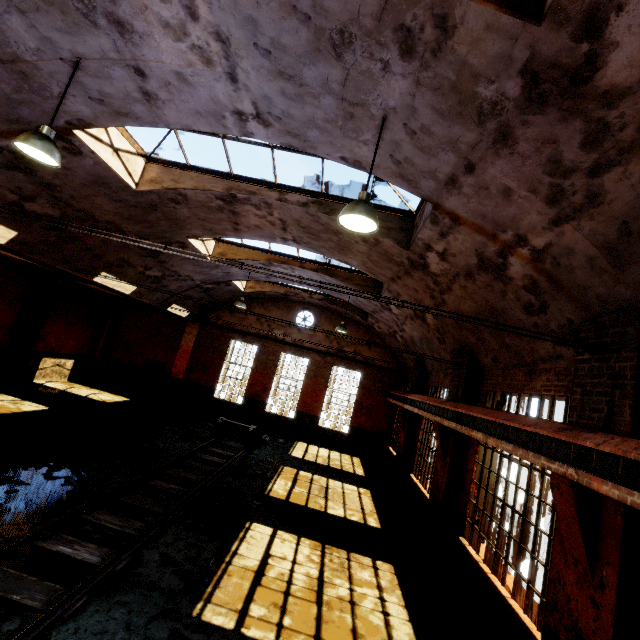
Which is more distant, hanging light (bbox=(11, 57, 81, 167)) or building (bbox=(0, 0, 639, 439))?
hanging light (bbox=(11, 57, 81, 167))

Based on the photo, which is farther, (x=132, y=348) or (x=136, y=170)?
(x=132, y=348)

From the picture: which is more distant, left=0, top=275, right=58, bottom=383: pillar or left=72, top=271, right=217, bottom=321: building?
left=0, top=275, right=58, bottom=383: pillar

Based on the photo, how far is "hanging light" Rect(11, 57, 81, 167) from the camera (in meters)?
4.39

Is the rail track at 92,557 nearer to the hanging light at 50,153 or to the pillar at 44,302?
the hanging light at 50,153

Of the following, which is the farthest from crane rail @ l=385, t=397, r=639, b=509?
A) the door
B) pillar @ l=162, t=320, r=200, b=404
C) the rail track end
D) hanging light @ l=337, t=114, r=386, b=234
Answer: the door

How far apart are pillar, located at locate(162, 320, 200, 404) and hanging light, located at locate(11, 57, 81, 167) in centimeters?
1519cm

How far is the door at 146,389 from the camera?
19.06m
